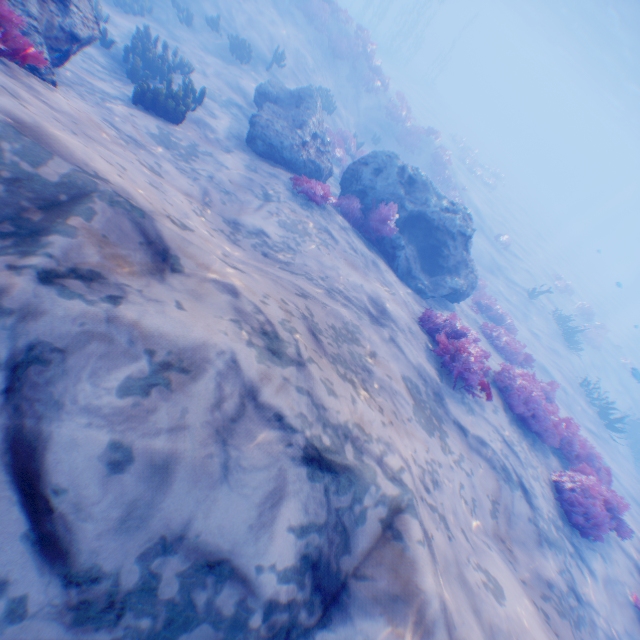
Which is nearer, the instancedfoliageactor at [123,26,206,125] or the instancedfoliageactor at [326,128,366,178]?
the instancedfoliageactor at [123,26,206,125]

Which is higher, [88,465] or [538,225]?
[88,465]

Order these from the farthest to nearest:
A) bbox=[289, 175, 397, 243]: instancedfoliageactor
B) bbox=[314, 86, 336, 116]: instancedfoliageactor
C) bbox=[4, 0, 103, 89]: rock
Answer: bbox=[314, 86, 336, 116]: instancedfoliageactor < bbox=[289, 175, 397, 243]: instancedfoliageactor < bbox=[4, 0, 103, 89]: rock

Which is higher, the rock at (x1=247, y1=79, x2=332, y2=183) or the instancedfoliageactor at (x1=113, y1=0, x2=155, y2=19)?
the rock at (x1=247, y1=79, x2=332, y2=183)

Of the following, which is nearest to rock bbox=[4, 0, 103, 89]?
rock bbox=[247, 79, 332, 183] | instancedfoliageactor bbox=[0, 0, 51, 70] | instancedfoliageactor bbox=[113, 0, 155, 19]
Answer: instancedfoliageactor bbox=[0, 0, 51, 70]

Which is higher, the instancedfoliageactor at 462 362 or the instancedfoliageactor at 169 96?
the instancedfoliageactor at 462 362

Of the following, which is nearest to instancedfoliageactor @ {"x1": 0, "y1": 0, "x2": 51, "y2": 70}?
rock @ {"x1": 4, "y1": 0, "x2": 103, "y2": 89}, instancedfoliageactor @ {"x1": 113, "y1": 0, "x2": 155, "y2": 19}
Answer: rock @ {"x1": 4, "y1": 0, "x2": 103, "y2": 89}

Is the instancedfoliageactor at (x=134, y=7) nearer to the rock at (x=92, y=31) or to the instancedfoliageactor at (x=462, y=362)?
the instancedfoliageactor at (x=462, y=362)
